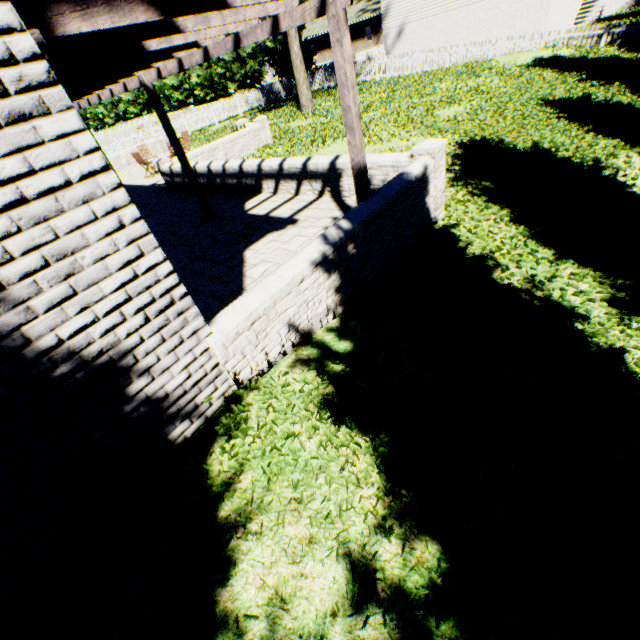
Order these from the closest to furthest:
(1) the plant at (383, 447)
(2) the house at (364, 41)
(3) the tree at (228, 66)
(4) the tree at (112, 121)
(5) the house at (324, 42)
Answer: (1) the plant at (383, 447) → (3) the tree at (228, 66) → (2) the house at (364, 41) → (4) the tree at (112, 121) → (5) the house at (324, 42)

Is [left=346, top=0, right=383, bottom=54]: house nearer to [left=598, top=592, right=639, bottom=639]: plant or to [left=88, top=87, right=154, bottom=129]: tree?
[left=88, top=87, right=154, bottom=129]: tree

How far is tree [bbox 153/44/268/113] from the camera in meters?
34.0

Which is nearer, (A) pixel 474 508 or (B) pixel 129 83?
(A) pixel 474 508

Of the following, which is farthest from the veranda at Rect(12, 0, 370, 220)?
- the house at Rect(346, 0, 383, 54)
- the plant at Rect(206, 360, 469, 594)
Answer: the house at Rect(346, 0, 383, 54)

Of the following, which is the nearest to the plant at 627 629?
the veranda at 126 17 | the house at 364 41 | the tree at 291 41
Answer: the tree at 291 41

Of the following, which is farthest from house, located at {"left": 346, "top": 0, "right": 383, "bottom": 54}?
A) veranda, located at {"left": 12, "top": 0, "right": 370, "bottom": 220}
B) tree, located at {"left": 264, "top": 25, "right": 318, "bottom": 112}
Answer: veranda, located at {"left": 12, "top": 0, "right": 370, "bottom": 220}

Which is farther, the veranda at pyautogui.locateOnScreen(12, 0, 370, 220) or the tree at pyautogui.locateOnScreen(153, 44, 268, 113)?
the tree at pyautogui.locateOnScreen(153, 44, 268, 113)
